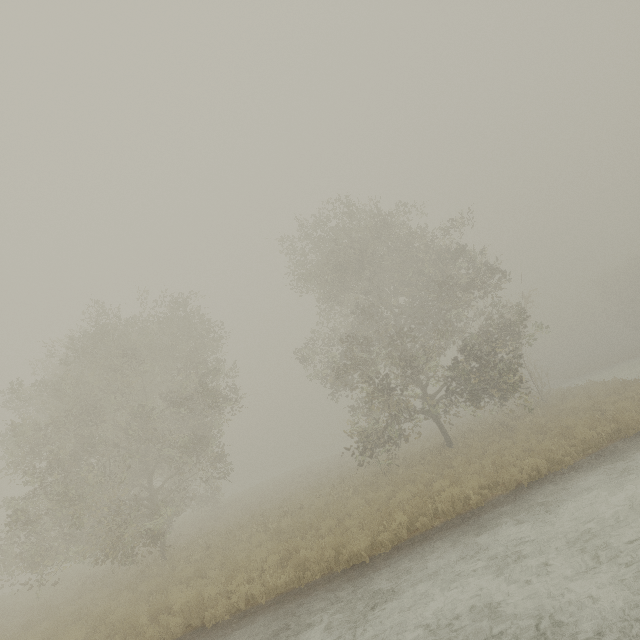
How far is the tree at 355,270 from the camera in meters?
16.4

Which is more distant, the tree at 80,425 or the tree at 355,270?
the tree at 355,270

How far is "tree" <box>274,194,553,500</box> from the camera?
16.41m

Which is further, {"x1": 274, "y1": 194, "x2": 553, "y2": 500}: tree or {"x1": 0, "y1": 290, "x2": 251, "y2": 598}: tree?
{"x1": 274, "y1": 194, "x2": 553, "y2": 500}: tree

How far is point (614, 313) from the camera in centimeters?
5191cm
